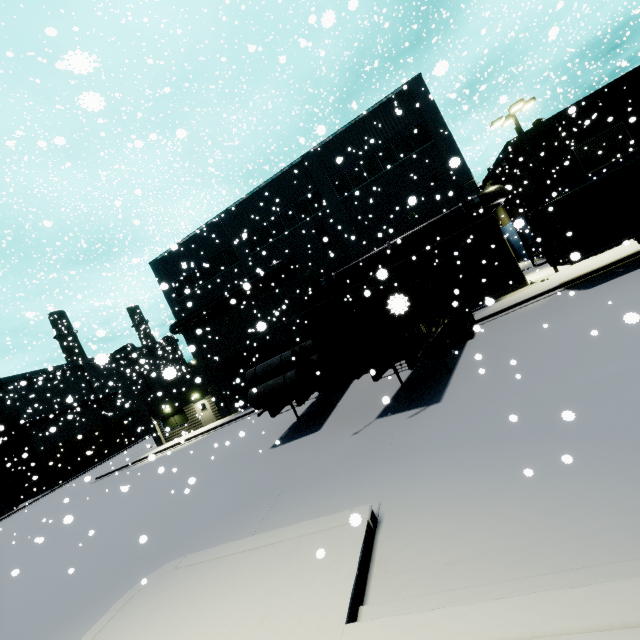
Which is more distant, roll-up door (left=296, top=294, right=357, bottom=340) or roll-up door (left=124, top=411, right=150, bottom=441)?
roll-up door (left=124, top=411, right=150, bottom=441)

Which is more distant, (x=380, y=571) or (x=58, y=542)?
(x=58, y=542)

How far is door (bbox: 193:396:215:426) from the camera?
27.9m

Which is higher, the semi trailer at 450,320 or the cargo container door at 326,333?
the cargo container door at 326,333

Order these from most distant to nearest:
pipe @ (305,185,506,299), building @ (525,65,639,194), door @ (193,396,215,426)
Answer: door @ (193,396,215,426) → building @ (525,65,639,194) → pipe @ (305,185,506,299)

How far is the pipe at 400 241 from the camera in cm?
1886

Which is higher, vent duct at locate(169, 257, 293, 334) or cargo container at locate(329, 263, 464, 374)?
vent duct at locate(169, 257, 293, 334)

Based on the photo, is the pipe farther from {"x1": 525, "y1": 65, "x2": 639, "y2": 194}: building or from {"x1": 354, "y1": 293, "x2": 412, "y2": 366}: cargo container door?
{"x1": 354, "y1": 293, "x2": 412, "y2": 366}: cargo container door
